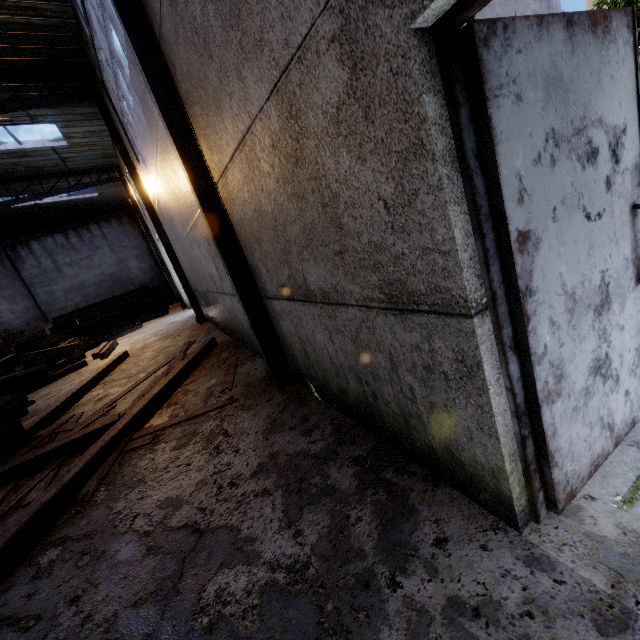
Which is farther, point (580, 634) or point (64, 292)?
point (64, 292)

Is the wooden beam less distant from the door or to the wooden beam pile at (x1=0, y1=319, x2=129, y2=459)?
the wooden beam pile at (x1=0, y1=319, x2=129, y2=459)

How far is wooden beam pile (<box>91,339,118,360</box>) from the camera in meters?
11.1

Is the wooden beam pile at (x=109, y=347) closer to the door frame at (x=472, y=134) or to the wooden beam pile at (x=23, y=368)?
the wooden beam pile at (x=23, y=368)

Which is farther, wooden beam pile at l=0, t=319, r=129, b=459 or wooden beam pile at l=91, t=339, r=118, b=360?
wooden beam pile at l=91, t=339, r=118, b=360

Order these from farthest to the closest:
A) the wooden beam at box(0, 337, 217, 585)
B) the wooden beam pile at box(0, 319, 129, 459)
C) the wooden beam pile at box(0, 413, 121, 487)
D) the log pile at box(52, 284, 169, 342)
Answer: the log pile at box(52, 284, 169, 342) → the wooden beam pile at box(0, 319, 129, 459) → the wooden beam pile at box(0, 413, 121, 487) → the wooden beam at box(0, 337, 217, 585)

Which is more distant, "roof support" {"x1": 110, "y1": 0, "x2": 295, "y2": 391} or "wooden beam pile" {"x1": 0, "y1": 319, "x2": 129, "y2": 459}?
"wooden beam pile" {"x1": 0, "y1": 319, "x2": 129, "y2": 459}

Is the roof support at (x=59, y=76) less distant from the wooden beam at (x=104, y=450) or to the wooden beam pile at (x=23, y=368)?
the wooden beam pile at (x=23, y=368)
